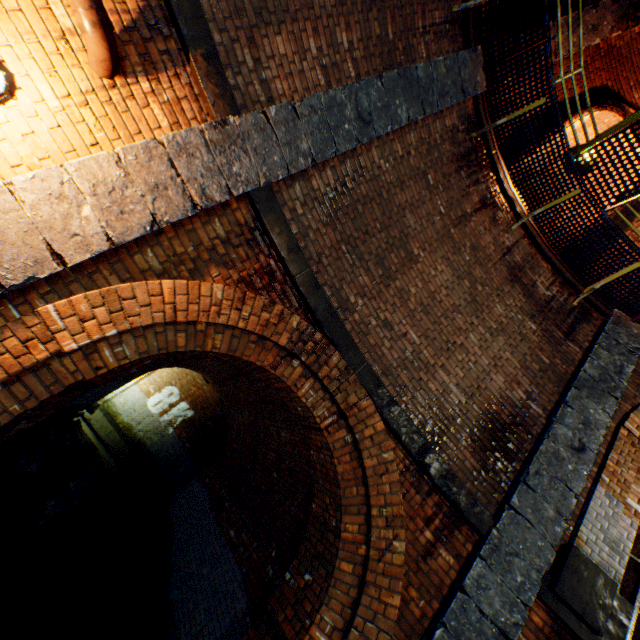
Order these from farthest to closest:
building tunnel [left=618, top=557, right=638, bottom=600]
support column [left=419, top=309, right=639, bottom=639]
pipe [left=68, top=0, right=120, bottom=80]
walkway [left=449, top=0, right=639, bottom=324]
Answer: building tunnel [left=618, top=557, right=638, bottom=600], walkway [left=449, top=0, right=639, bottom=324], support column [left=419, top=309, right=639, bottom=639], pipe [left=68, top=0, right=120, bottom=80]

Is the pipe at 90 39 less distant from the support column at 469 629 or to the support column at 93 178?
the support column at 93 178

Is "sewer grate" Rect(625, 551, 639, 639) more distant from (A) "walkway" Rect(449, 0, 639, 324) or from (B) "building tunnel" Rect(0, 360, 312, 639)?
(B) "building tunnel" Rect(0, 360, 312, 639)

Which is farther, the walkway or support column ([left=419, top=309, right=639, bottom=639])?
the walkway

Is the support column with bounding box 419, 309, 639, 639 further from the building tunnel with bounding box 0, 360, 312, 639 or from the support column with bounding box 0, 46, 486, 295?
the support column with bounding box 0, 46, 486, 295

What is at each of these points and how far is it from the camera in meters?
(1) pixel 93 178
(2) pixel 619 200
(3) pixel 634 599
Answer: (1) support column, 2.5
(2) walkway, 5.2
(3) sewer grate, 5.7

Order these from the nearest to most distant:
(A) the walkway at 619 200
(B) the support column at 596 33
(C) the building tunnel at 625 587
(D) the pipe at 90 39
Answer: (D) the pipe at 90 39 → (A) the walkway at 619 200 → (B) the support column at 596 33 → (C) the building tunnel at 625 587

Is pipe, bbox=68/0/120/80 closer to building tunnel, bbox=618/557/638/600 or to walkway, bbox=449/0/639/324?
walkway, bbox=449/0/639/324
